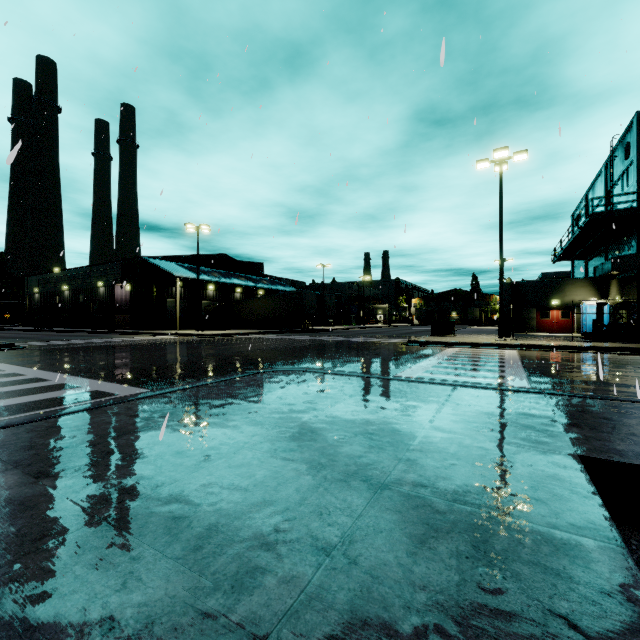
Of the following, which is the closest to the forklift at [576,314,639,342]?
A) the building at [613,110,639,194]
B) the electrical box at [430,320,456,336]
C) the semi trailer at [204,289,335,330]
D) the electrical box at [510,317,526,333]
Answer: the semi trailer at [204,289,335,330]

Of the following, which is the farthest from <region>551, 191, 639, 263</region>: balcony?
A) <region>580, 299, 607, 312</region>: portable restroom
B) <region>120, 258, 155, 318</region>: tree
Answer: <region>120, 258, 155, 318</region>: tree

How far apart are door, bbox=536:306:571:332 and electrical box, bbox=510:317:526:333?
0.7 meters

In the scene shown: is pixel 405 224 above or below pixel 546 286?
below

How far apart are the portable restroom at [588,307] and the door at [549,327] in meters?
0.7 m

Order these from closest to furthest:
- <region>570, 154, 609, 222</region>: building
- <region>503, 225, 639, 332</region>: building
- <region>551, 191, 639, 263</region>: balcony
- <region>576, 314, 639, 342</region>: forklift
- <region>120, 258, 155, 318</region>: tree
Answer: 1. <region>576, 314, 639, 342</region>: forklift
2. <region>551, 191, 639, 263</region>: balcony
3. <region>503, 225, 639, 332</region>: building
4. <region>570, 154, 609, 222</region>: building
5. <region>120, 258, 155, 318</region>: tree

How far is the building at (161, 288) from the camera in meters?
35.0 m

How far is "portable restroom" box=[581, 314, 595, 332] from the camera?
27.1 meters
